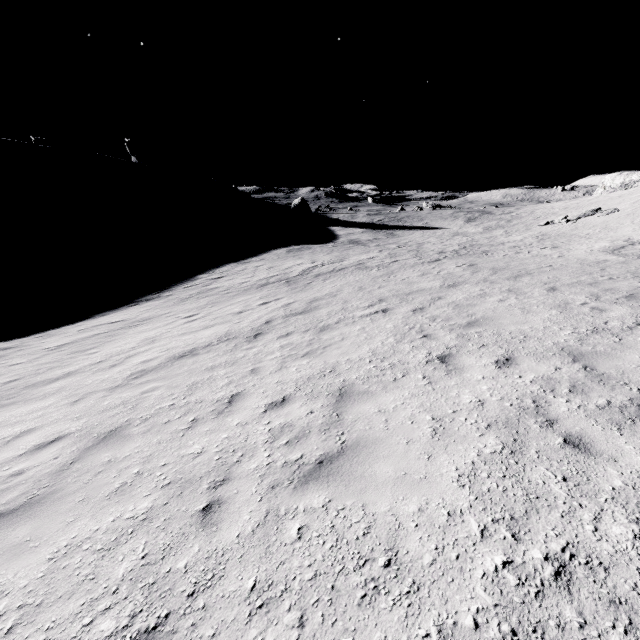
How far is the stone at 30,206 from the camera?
50.0 meters

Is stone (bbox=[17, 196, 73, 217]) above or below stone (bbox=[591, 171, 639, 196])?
below

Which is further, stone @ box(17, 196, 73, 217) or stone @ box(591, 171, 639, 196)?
stone @ box(17, 196, 73, 217)

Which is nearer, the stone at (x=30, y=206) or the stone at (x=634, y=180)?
the stone at (x=634, y=180)

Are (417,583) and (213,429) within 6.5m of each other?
yes

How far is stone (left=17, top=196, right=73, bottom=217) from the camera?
49.97m
